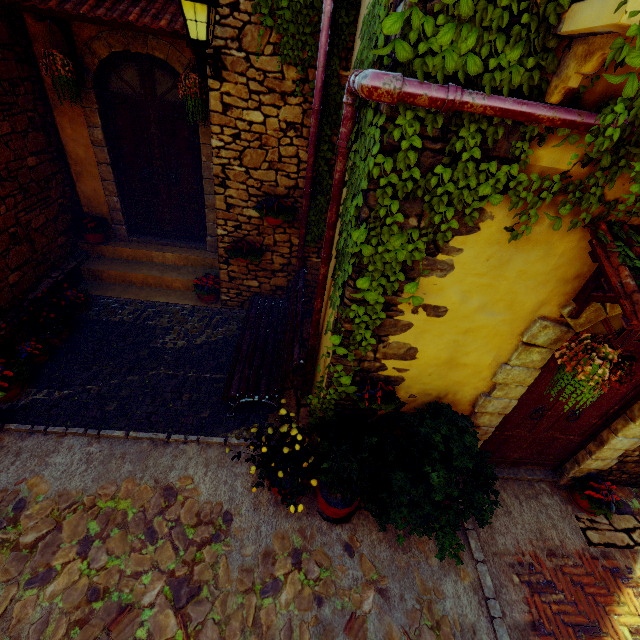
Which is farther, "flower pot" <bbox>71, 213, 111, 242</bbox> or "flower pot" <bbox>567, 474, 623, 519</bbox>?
"flower pot" <bbox>71, 213, 111, 242</bbox>

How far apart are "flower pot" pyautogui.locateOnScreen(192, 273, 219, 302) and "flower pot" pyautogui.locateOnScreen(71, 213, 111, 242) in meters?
1.9

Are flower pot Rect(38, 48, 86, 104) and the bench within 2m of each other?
no

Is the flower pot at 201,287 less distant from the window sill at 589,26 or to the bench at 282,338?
the bench at 282,338

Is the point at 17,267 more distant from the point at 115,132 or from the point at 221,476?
the point at 221,476

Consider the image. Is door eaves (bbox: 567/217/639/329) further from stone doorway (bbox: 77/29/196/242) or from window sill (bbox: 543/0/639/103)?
stone doorway (bbox: 77/29/196/242)

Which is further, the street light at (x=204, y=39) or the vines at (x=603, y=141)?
the street light at (x=204, y=39)

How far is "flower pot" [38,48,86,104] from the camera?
4.1m
